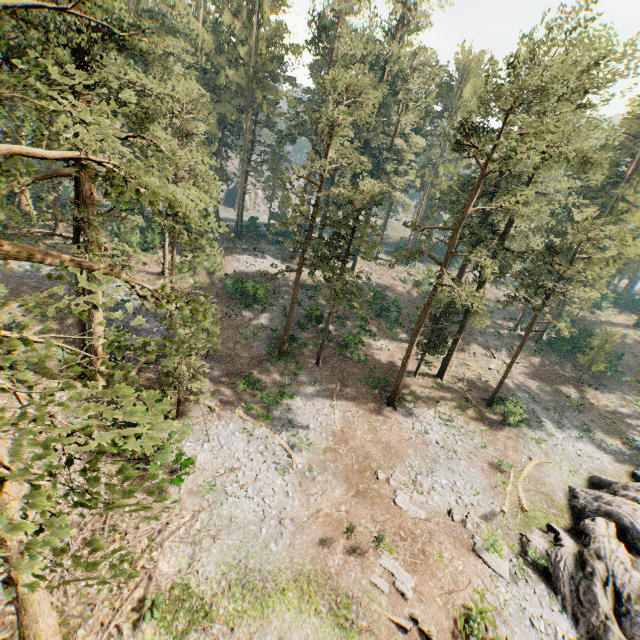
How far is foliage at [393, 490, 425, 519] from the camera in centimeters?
1927cm

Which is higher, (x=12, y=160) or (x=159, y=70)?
(x=159, y=70)

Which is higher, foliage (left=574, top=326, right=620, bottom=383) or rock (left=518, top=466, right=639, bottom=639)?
foliage (left=574, top=326, right=620, bottom=383)

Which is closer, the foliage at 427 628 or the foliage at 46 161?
the foliage at 46 161

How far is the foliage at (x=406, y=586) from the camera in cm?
1536
